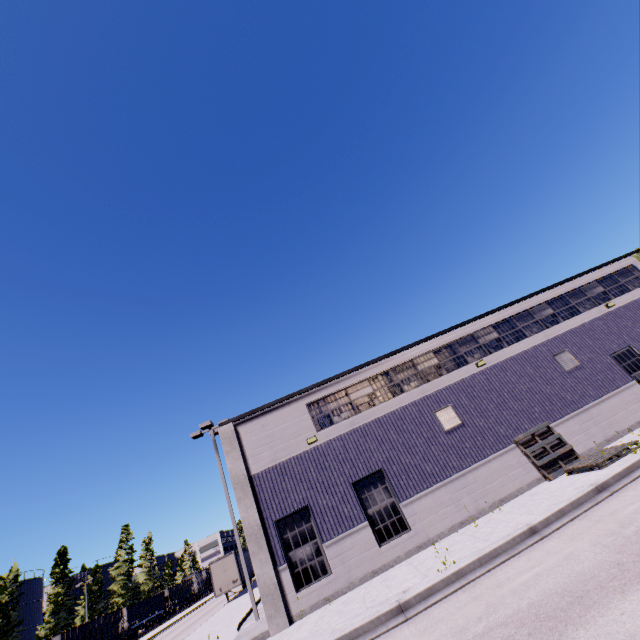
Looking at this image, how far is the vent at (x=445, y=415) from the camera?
14.9 meters

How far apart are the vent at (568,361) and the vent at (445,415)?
6.2m

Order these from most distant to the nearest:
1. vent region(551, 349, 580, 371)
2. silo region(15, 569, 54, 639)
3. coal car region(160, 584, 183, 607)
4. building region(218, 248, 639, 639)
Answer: coal car region(160, 584, 183, 607) → silo region(15, 569, 54, 639) → vent region(551, 349, 580, 371) → building region(218, 248, 639, 639)

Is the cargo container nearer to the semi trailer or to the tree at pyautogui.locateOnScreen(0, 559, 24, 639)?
the semi trailer

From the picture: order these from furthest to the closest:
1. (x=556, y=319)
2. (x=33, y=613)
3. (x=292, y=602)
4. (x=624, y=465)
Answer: (x=33, y=613) → (x=556, y=319) → (x=292, y=602) → (x=624, y=465)

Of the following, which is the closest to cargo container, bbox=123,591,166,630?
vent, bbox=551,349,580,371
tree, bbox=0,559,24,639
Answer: tree, bbox=0,559,24,639

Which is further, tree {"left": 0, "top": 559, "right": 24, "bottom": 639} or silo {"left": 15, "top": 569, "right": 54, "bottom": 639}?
silo {"left": 15, "top": 569, "right": 54, "bottom": 639}

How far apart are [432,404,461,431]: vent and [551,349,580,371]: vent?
6.2m
